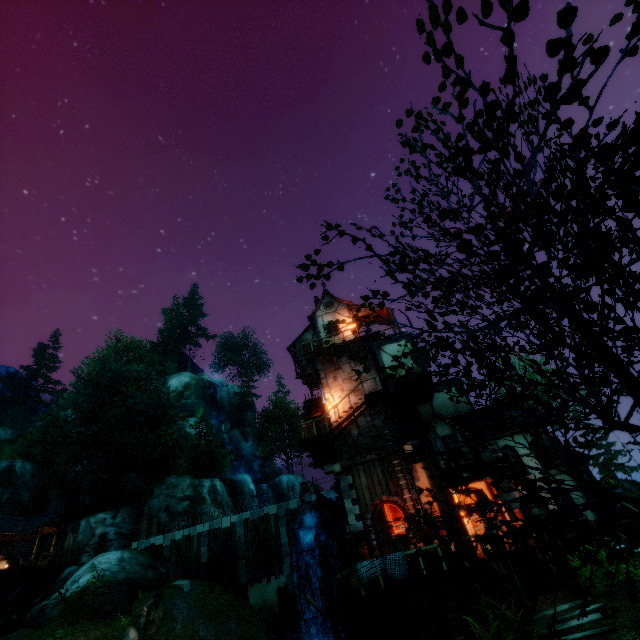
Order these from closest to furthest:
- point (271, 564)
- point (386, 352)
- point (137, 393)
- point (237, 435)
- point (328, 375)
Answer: point (386, 352)
point (328, 375)
point (271, 564)
point (137, 393)
point (237, 435)

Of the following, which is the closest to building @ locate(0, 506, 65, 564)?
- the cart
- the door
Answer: the door

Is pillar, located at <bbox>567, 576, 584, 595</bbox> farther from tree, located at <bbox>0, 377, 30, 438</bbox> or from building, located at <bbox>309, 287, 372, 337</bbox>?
tree, located at <bbox>0, 377, 30, 438</bbox>

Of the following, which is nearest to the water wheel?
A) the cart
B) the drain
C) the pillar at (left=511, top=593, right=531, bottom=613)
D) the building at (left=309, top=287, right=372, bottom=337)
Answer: the drain

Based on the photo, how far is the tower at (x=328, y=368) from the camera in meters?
21.1

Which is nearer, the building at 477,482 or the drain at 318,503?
the building at 477,482

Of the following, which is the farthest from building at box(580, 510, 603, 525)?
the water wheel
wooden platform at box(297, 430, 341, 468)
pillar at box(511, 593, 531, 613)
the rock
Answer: the rock

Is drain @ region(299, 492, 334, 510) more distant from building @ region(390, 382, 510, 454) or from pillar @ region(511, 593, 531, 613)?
pillar @ region(511, 593, 531, 613)
